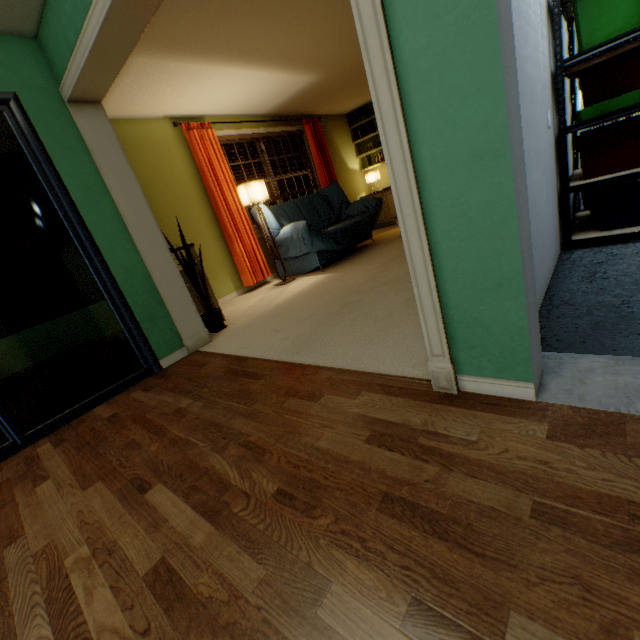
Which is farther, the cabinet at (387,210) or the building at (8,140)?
the cabinet at (387,210)

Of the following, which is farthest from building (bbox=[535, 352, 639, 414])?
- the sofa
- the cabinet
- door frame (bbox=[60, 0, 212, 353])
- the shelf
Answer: the cabinet

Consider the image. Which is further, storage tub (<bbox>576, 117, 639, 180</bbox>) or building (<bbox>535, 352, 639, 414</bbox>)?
storage tub (<bbox>576, 117, 639, 180</bbox>)

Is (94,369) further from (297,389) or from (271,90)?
(271,90)

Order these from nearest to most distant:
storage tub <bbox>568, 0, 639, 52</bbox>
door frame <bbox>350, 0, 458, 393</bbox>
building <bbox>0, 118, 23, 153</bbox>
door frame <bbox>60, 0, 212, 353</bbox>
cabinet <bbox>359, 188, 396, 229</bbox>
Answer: door frame <bbox>350, 0, 458, 393</bbox>
door frame <bbox>60, 0, 212, 353</bbox>
storage tub <bbox>568, 0, 639, 52</bbox>
building <bbox>0, 118, 23, 153</bbox>
cabinet <bbox>359, 188, 396, 229</bbox>

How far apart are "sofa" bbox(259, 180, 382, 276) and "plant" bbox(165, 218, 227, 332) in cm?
149

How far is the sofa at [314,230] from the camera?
4.4 meters

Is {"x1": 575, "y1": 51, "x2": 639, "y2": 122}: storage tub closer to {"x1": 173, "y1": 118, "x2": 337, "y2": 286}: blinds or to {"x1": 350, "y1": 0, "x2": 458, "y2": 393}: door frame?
{"x1": 350, "y1": 0, "x2": 458, "y2": 393}: door frame
